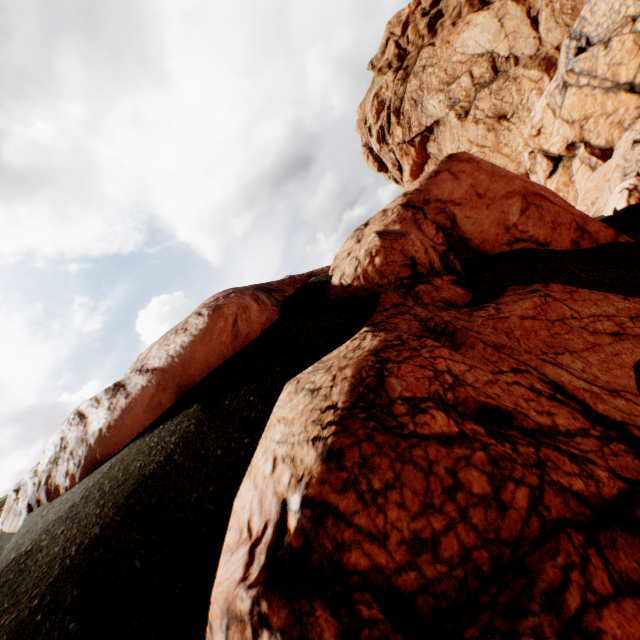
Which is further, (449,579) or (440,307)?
(440,307)
